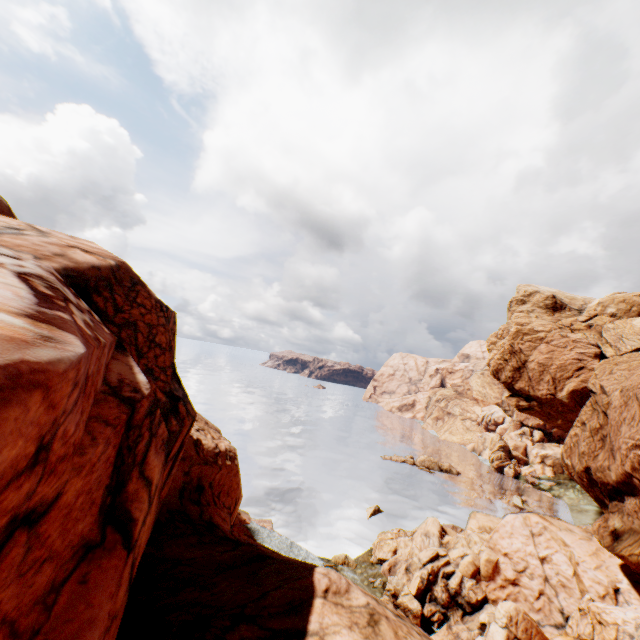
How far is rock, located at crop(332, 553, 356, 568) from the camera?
33.7 meters

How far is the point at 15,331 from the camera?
3.42m

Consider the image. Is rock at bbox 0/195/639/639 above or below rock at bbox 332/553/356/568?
above

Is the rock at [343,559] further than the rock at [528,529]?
Yes

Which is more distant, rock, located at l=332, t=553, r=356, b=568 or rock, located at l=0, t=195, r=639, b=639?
rock, located at l=332, t=553, r=356, b=568

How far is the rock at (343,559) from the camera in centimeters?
3369cm
